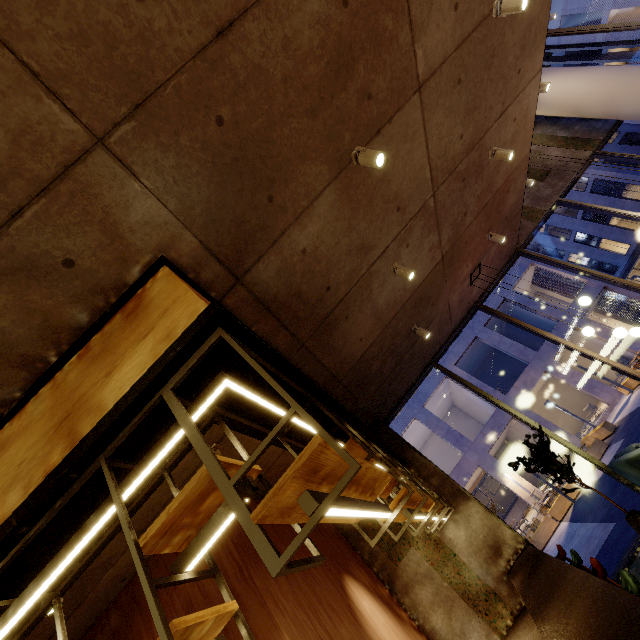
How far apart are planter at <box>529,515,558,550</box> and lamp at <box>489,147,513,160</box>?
15.5 meters

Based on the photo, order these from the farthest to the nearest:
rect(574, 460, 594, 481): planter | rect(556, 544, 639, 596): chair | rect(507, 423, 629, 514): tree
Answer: rect(574, 460, 594, 481): planter → rect(507, 423, 629, 514): tree → rect(556, 544, 639, 596): chair

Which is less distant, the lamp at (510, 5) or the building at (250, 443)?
the lamp at (510, 5)

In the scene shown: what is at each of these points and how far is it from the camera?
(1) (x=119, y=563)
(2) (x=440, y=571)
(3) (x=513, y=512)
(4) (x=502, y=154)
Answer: (1) building, 3.9m
(2) building, 6.1m
(3) bar counter, 23.7m
(4) lamp, 5.2m

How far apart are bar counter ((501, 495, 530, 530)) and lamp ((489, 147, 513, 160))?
27.14m

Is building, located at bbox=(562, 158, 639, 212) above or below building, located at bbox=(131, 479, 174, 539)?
above

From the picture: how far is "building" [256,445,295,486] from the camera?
5.04m

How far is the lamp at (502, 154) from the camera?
5.2m
